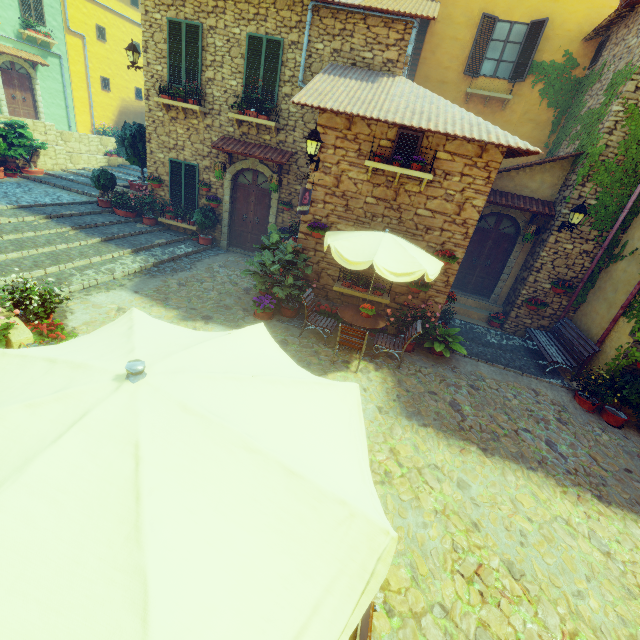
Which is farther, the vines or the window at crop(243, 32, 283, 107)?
the window at crop(243, 32, 283, 107)

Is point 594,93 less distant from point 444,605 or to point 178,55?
point 178,55

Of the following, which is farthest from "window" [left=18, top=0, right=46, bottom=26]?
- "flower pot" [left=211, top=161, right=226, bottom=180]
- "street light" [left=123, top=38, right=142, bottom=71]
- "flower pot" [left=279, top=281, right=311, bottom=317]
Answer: "flower pot" [left=279, top=281, right=311, bottom=317]

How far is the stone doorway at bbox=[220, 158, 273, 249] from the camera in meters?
10.6 m

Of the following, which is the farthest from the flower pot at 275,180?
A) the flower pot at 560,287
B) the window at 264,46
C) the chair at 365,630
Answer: the chair at 365,630

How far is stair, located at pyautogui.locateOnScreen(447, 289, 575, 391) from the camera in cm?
862

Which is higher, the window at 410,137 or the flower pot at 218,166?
the window at 410,137

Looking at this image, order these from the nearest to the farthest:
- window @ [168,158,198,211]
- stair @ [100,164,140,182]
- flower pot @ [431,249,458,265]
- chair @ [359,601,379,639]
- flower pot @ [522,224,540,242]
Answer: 1. chair @ [359,601,379,639]
2. flower pot @ [431,249,458,265]
3. flower pot @ [522,224,540,242]
4. window @ [168,158,198,211]
5. stair @ [100,164,140,182]
